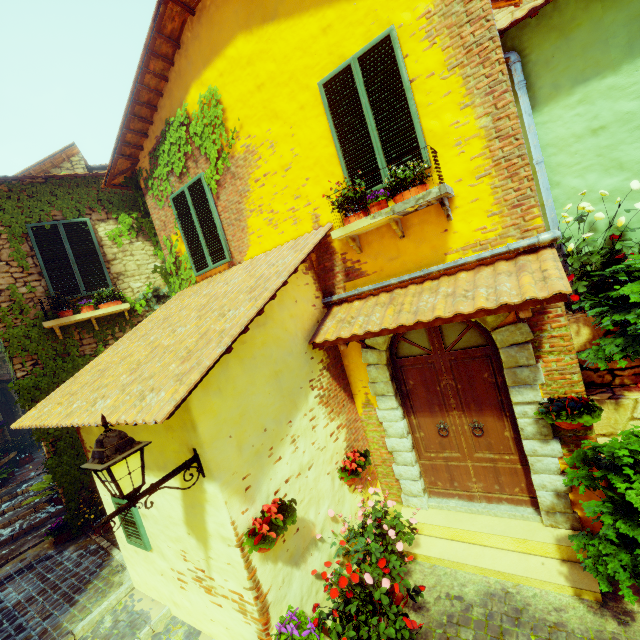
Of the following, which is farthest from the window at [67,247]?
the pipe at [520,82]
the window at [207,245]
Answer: the pipe at [520,82]

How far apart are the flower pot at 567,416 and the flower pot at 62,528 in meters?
8.9 m

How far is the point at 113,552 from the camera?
5.7m

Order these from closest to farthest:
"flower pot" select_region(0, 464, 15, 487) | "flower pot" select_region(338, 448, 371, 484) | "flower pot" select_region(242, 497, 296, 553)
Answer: "flower pot" select_region(242, 497, 296, 553), "flower pot" select_region(338, 448, 371, 484), "flower pot" select_region(0, 464, 15, 487)

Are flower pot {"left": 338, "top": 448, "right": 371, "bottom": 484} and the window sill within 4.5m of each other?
yes

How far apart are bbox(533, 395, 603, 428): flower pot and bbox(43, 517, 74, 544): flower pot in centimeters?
888cm

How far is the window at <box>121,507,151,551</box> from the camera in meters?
4.1 m

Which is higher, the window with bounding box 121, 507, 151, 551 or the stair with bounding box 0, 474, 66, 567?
the window with bounding box 121, 507, 151, 551
